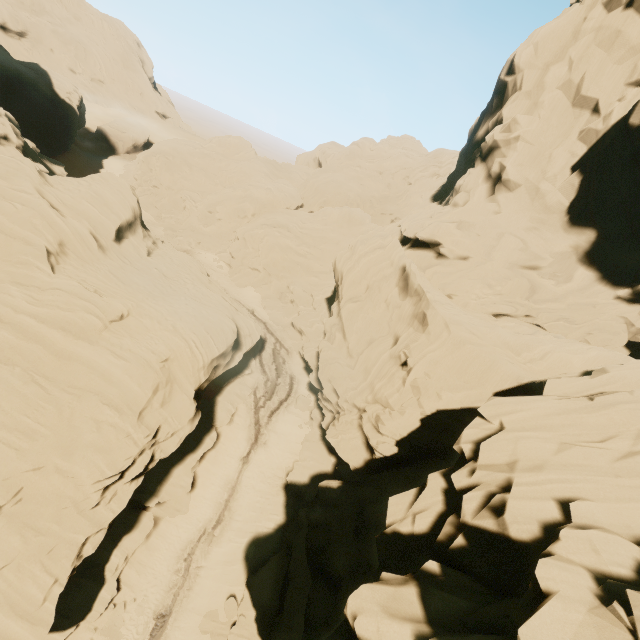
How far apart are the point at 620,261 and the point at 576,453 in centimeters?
1898cm

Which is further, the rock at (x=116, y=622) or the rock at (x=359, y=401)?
the rock at (x=116, y=622)

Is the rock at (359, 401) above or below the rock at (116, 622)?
above

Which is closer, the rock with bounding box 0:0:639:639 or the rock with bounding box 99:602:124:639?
the rock with bounding box 0:0:639:639

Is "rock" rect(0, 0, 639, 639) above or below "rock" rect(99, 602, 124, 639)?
above
